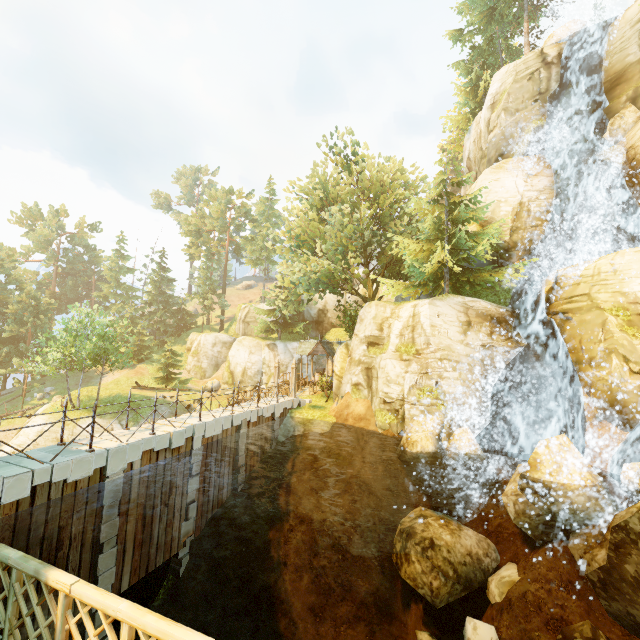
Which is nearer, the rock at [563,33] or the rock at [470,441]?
the rock at [470,441]

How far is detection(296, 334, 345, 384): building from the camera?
31.3 meters

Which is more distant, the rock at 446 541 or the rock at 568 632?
the rock at 446 541

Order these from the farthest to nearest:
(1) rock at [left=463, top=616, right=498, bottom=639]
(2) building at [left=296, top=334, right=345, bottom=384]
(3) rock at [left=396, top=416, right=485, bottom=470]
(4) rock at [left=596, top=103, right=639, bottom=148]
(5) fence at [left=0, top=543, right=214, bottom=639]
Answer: (2) building at [left=296, top=334, right=345, bottom=384]
(4) rock at [left=596, top=103, right=639, bottom=148]
(3) rock at [left=396, top=416, right=485, bottom=470]
(1) rock at [left=463, top=616, right=498, bottom=639]
(5) fence at [left=0, top=543, right=214, bottom=639]

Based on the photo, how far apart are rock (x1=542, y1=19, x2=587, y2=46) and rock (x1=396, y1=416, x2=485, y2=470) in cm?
2899

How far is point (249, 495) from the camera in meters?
15.4

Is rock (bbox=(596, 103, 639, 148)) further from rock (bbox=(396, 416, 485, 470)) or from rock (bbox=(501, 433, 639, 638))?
rock (bbox=(396, 416, 485, 470))

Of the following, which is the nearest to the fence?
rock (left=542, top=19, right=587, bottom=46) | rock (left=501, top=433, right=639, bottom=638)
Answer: rock (left=501, top=433, right=639, bottom=638)
